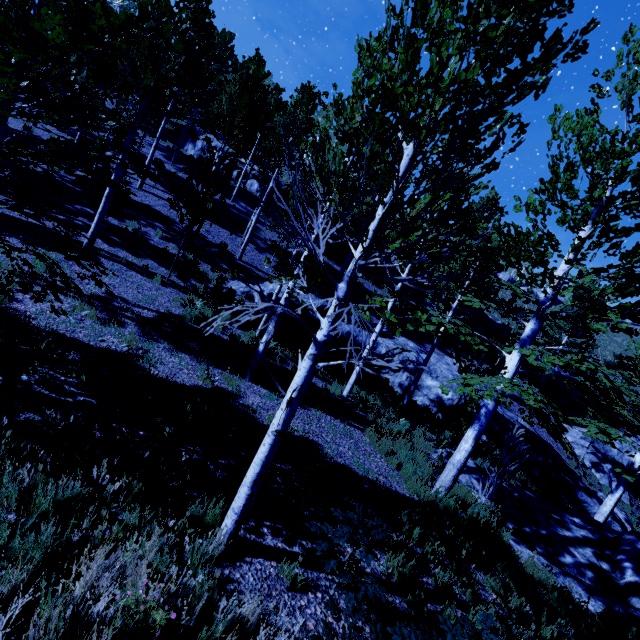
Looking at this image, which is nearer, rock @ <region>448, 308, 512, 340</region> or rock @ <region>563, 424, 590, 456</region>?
rock @ <region>563, 424, 590, 456</region>

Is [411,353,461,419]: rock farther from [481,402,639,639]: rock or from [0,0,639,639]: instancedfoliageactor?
[481,402,639,639]: rock

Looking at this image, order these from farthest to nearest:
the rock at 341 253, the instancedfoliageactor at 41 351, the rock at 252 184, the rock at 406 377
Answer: the rock at 252 184
the rock at 341 253
the rock at 406 377
the instancedfoliageactor at 41 351

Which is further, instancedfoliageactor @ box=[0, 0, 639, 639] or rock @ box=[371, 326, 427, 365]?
rock @ box=[371, 326, 427, 365]

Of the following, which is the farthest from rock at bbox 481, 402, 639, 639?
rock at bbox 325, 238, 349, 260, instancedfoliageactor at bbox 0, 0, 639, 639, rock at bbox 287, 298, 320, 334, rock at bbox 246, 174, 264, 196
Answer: Answer: rock at bbox 246, 174, 264, 196

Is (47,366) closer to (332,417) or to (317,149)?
(317,149)

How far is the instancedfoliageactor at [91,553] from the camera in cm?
218

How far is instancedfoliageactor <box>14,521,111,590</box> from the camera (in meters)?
2.18
